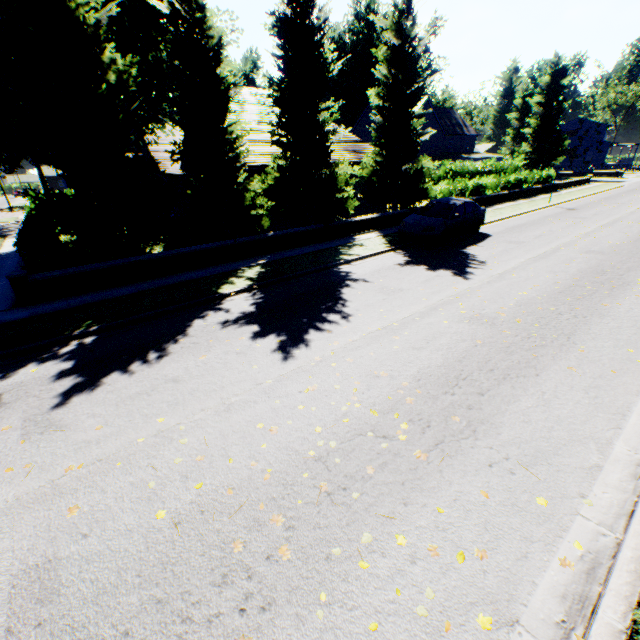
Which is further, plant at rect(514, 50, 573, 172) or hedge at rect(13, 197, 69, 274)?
plant at rect(514, 50, 573, 172)

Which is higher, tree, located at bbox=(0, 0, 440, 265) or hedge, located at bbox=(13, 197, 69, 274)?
tree, located at bbox=(0, 0, 440, 265)

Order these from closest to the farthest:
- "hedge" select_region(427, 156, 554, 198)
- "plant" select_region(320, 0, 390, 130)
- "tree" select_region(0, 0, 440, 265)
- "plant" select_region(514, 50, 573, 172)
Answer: "tree" select_region(0, 0, 440, 265)
"hedge" select_region(427, 156, 554, 198)
"plant" select_region(514, 50, 573, 172)
"plant" select_region(320, 0, 390, 130)

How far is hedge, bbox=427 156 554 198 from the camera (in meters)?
22.11

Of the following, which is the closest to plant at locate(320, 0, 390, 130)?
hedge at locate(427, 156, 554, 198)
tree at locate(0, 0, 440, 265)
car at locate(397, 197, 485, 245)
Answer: tree at locate(0, 0, 440, 265)

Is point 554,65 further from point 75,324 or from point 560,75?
point 75,324

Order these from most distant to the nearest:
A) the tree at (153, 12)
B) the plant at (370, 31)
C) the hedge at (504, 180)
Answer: the plant at (370, 31) < the hedge at (504, 180) < the tree at (153, 12)

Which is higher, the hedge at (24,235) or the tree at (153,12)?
the tree at (153,12)
